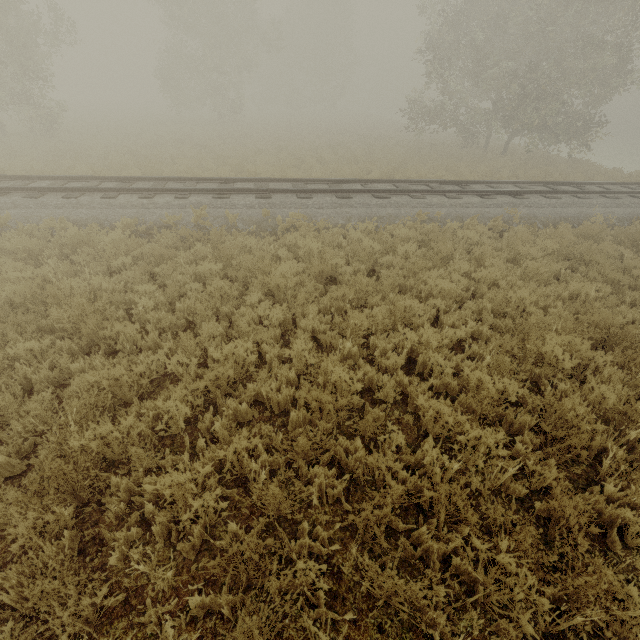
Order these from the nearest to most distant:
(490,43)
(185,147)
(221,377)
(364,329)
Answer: (221,377)
(364,329)
(490,43)
(185,147)
